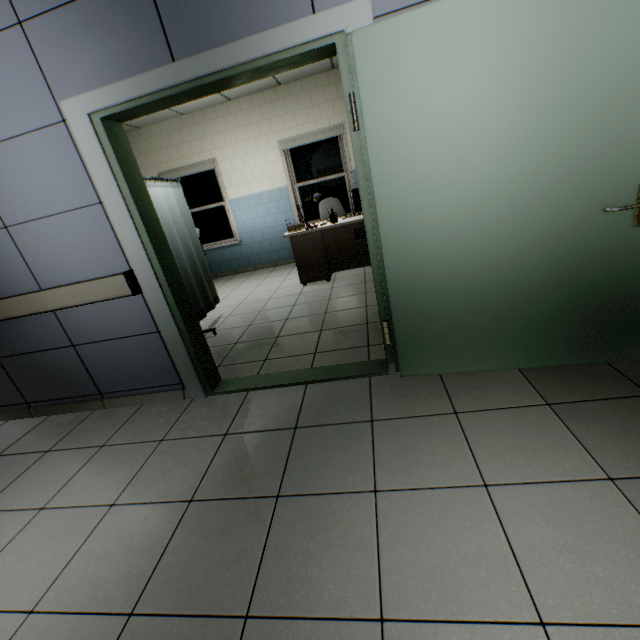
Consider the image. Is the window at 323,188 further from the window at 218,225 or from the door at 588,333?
the door at 588,333

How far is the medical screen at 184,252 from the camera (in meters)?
3.67

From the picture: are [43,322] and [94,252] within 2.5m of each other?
yes

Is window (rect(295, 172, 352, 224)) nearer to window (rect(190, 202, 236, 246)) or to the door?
window (rect(190, 202, 236, 246))

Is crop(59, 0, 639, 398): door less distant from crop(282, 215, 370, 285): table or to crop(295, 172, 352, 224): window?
crop(282, 215, 370, 285): table

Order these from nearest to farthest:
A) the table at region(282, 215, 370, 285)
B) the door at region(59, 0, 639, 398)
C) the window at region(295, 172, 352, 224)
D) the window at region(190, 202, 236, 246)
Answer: the door at region(59, 0, 639, 398)
the table at region(282, 215, 370, 285)
the window at region(295, 172, 352, 224)
the window at region(190, 202, 236, 246)

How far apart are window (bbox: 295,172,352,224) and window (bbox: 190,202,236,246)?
1.6m
